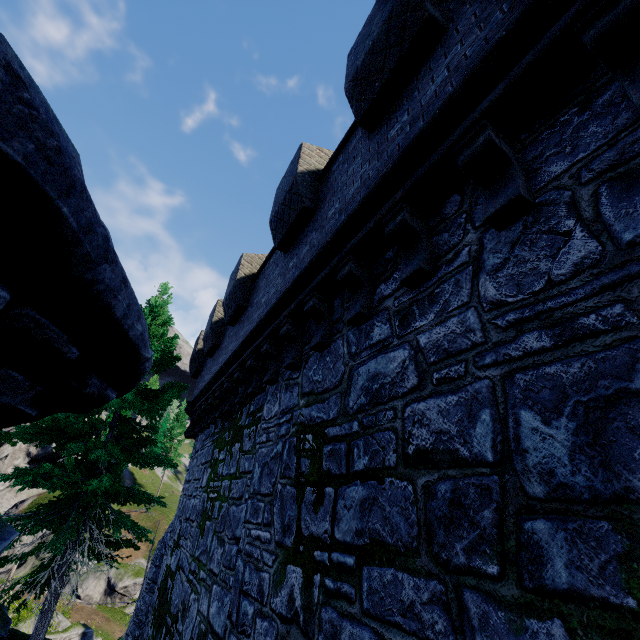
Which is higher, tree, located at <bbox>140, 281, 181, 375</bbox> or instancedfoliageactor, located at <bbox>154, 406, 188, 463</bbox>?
instancedfoliageactor, located at <bbox>154, 406, 188, 463</bbox>

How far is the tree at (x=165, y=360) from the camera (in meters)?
13.48

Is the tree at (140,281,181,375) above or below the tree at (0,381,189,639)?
above

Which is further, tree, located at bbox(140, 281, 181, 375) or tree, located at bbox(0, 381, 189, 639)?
tree, located at bbox(140, 281, 181, 375)

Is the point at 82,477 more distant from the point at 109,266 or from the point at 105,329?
the point at 109,266

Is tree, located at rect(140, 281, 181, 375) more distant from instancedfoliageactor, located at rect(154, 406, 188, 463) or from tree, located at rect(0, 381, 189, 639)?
instancedfoliageactor, located at rect(154, 406, 188, 463)

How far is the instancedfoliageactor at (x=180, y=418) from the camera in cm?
5512
